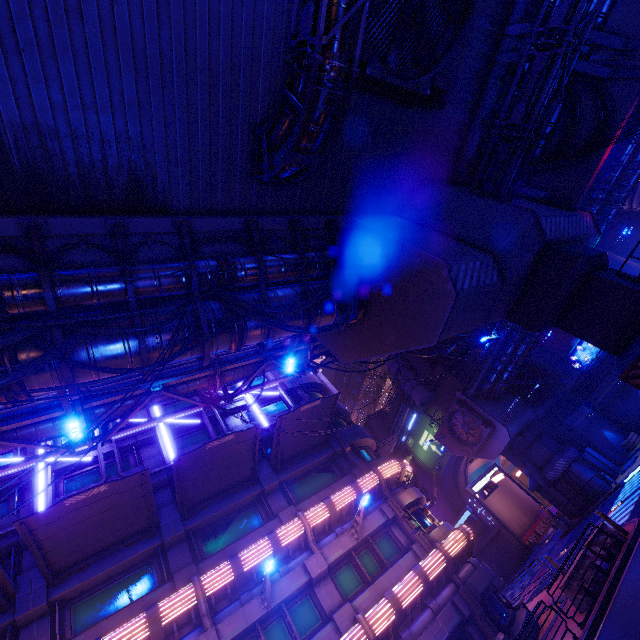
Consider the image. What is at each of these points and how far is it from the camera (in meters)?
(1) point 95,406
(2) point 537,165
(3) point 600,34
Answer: (1) pipe, 12.04
(2) cable, 13.29
(3) walkway, 10.85

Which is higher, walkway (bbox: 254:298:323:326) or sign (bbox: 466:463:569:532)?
walkway (bbox: 254:298:323:326)

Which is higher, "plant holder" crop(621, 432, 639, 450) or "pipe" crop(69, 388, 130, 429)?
"pipe" crop(69, 388, 130, 429)

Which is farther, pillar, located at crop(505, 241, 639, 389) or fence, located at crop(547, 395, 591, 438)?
fence, located at crop(547, 395, 591, 438)

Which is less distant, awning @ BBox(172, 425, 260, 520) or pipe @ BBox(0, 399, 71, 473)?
pipe @ BBox(0, 399, 71, 473)

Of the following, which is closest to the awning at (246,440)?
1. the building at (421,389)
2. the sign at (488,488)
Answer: the sign at (488,488)

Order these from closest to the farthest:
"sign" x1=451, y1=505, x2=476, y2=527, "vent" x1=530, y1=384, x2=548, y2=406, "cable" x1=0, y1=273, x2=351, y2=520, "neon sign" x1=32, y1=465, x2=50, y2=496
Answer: "cable" x1=0, y1=273, x2=351, y2=520 < "neon sign" x1=32, y1=465, x2=50, y2=496 < "vent" x1=530, y1=384, x2=548, y2=406 < "sign" x1=451, y1=505, x2=476, y2=527

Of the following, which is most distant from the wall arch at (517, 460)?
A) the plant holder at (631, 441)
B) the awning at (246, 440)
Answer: the awning at (246, 440)
